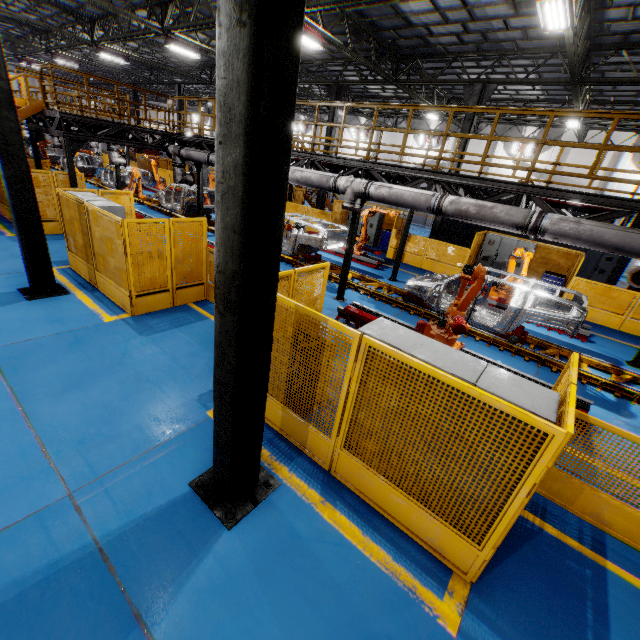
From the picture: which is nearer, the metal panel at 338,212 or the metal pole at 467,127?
the metal pole at 467,127

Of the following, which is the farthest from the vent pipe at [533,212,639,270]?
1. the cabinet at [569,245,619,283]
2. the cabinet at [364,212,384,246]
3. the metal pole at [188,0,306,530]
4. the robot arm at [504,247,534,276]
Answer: the cabinet at [569,245,619,283]

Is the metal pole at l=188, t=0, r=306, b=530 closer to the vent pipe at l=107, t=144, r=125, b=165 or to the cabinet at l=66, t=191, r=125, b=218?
the cabinet at l=66, t=191, r=125, b=218

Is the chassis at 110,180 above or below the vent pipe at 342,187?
below

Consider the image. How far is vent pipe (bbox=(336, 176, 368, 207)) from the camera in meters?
8.5 m

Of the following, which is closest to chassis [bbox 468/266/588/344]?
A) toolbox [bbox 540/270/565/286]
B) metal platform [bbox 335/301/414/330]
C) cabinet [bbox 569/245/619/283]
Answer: metal platform [bbox 335/301/414/330]

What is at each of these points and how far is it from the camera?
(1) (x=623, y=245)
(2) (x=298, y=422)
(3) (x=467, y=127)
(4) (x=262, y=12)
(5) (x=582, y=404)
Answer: (1) vent pipe, 5.68m
(2) metal panel, 4.71m
(3) metal pole, 14.30m
(4) metal pole, 1.94m
(5) metal platform, 6.68m

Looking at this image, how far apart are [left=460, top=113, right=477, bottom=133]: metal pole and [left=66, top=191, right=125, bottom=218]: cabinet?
13.4m
